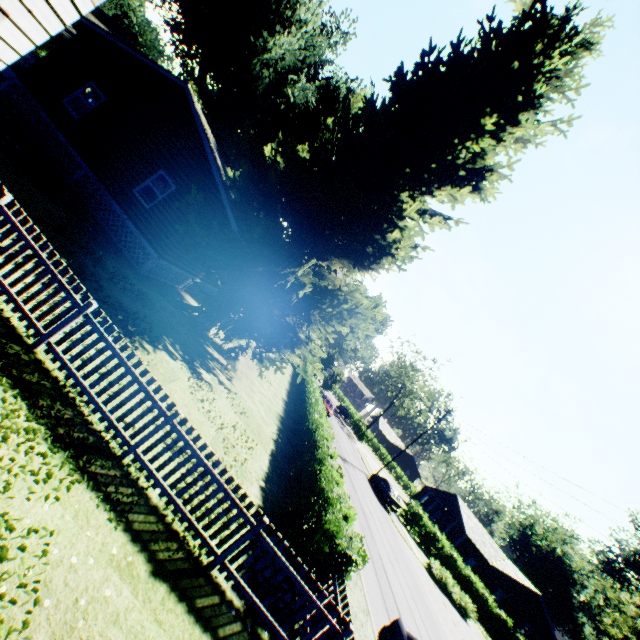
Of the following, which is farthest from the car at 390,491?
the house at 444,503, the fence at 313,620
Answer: the fence at 313,620

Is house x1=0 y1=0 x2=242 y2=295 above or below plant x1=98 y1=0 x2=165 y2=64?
below

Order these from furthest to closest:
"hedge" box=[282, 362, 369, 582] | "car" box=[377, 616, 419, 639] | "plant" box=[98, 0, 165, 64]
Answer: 1. "plant" box=[98, 0, 165, 64]
2. "car" box=[377, 616, 419, 639]
3. "hedge" box=[282, 362, 369, 582]

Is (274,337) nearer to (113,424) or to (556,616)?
(113,424)

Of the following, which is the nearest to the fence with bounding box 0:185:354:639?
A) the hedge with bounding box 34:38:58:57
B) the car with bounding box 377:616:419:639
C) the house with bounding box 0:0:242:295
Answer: the house with bounding box 0:0:242:295

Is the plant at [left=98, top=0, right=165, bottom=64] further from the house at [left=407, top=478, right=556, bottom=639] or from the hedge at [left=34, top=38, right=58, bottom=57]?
the house at [left=407, top=478, right=556, bottom=639]

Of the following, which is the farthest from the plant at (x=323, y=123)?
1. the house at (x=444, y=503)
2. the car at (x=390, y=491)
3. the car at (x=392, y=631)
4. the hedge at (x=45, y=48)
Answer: the house at (x=444, y=503)

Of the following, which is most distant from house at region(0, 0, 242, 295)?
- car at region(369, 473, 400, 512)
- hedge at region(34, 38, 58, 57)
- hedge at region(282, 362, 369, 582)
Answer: car at region(369, 473, 400, 512)
